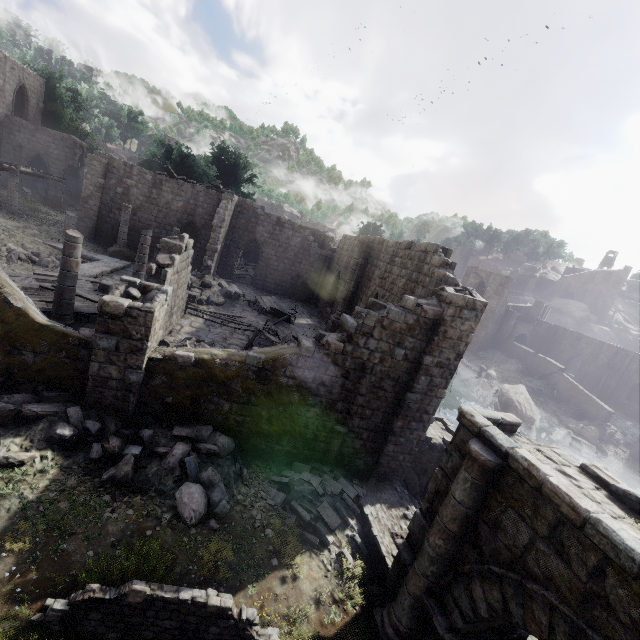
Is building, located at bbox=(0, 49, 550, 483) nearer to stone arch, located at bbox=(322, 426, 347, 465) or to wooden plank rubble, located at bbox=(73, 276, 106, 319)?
wooden plank rubble, located at bbox=(73, 276, 106, 319)

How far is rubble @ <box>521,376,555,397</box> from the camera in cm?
3622

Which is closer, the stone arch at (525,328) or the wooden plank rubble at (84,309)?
the wooden plank rubble at (84,309)

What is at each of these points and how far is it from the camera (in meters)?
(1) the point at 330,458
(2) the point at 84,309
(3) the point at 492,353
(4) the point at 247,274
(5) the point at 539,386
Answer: (1) stone arch, 11.46
(2) wooden plank rubble, 12.59
(3) rubble, 43.72
(4) wooden plank rubble, 32.09
(5) rubble, 36.97

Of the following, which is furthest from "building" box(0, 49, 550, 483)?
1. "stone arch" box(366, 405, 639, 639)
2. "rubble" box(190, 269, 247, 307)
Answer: "stone arch" box(366, 405, 639, 639)

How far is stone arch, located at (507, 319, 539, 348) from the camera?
46.38m

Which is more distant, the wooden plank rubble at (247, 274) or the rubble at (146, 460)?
the wooden plank rubble at (247, 274)

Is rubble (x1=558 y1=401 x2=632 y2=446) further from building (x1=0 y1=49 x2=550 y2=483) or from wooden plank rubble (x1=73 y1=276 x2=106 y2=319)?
wooden plank rubble (x1=73 y1=276 x2=106 y2=319)
